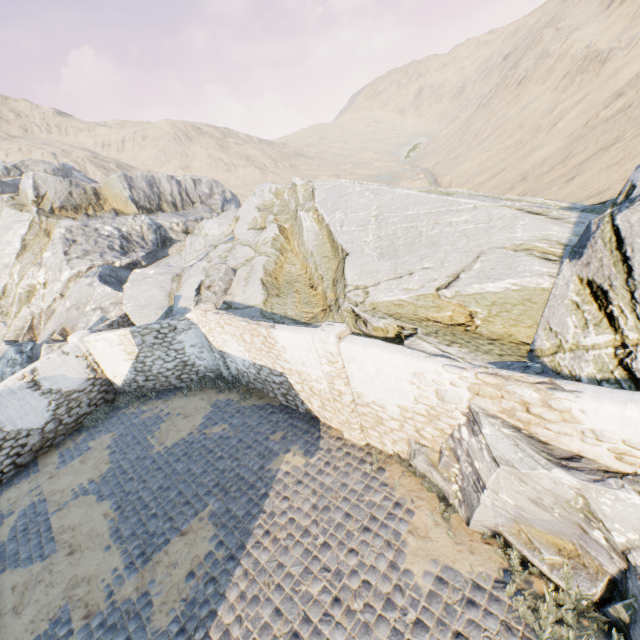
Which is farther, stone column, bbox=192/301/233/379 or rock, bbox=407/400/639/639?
stone column, bbox=192/301/233/379

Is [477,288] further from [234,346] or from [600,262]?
[234,346]

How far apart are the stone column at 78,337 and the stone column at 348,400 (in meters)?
10.88

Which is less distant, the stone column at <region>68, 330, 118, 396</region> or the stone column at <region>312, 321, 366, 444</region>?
the stone column at <region>312, 321, 366, 444</region>

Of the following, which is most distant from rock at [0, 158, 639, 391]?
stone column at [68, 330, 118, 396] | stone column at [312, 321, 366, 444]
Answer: stone column at [312, 321, 366, 444]

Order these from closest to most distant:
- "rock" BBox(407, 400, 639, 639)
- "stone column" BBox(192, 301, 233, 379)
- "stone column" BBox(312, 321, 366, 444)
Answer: "rock" BBox(407, 400, 639, 639), "stone column" BBox(312, 321, 366, 444), "stone column" BBox(192, 301, 233, 379)

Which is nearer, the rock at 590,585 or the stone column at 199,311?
the rock at 590,585
